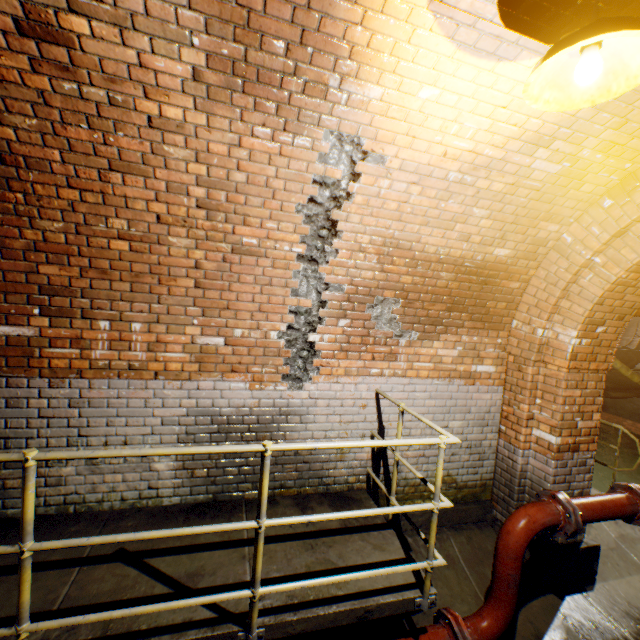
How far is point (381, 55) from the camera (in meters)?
2.01

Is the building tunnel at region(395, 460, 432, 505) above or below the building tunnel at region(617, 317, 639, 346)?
below

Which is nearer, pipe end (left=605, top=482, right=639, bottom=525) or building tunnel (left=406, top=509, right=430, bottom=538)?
pipe end (left=605, top=482, right=639, bottom=525)

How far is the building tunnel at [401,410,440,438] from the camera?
3.9m

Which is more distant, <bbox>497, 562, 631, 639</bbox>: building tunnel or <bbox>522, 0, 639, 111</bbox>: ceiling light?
<bbox>497, 562, 631, 639</bbox>: building tunnel

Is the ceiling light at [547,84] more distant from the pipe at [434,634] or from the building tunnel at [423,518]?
the pipe at [434,634]

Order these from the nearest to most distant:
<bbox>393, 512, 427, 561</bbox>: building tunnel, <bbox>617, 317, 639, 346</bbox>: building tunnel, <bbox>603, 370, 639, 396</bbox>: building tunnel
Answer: <bbox>393, 512, 427, 561</bbox>: building tunnel < <bbox>603, 370, 639, 396</bbox>: building tunnel < <bbox>617, 317, 639, 346</bbox>: building tunnel

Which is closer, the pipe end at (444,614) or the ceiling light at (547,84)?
the ceiling light at (547,84)
